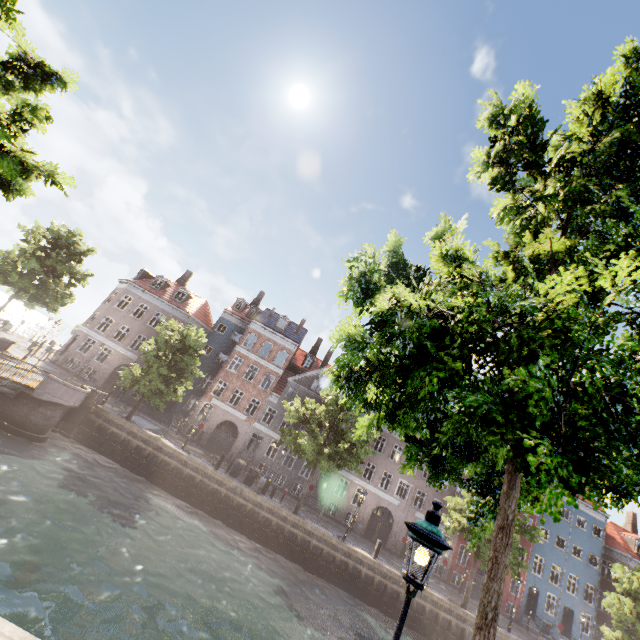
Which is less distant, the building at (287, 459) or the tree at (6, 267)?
the tree at (6, 267)

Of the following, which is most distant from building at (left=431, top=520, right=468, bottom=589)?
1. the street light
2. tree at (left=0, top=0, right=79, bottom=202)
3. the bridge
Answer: the street light

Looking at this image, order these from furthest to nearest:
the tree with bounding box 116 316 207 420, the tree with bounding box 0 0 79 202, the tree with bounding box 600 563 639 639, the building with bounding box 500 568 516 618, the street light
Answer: the building with bounding box 500 568 516 618 < the tree with bounding box 600 563 639 639 < the tree with bounding box 116 316 207 420 < the tree with bounding box 0 0 79 202 < the street light

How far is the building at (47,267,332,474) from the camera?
32.62m

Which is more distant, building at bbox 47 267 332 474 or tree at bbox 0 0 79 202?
building at bbox 47 267 332 474

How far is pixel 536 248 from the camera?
6.4m

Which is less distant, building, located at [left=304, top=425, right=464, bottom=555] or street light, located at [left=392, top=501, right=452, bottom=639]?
street light, located at [left=392, top=501, right=452, bottom=639]

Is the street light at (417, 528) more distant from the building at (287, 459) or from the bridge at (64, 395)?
the building at (287, 459)
